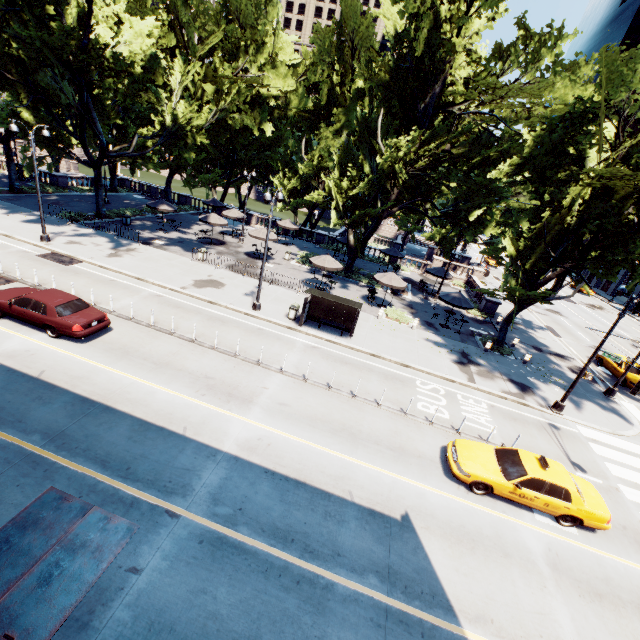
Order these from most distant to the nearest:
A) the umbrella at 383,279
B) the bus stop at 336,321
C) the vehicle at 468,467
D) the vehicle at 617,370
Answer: the umbrella at 383,279
the vehicle at 617,370
the bus stop at 336,321
the vehicle at 468,467

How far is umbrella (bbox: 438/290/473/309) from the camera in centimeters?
2391cm

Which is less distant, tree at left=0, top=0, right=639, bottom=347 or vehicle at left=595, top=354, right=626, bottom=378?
tree at left=0, top=0, right=639, bottom=347

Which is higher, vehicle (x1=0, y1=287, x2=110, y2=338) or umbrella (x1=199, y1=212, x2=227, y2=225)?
umbrella (x1=199, y1=212, x2=227, y2=225)

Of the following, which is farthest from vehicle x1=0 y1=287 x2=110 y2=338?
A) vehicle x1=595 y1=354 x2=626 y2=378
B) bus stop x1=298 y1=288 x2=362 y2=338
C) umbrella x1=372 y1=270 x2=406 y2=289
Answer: vehicle x1=595 y1=354 x2=626 y2=378

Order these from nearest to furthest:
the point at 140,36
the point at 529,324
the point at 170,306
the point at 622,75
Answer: the point at 622,75 → the point at 170,306 → the point at 140,36 → the point at 529,324

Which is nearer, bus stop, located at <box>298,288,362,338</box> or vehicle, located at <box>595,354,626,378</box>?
bus stop, located at <box>298,288,362,338</box>

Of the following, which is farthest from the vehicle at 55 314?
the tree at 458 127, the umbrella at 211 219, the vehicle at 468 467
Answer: the umbrella at 211 219
